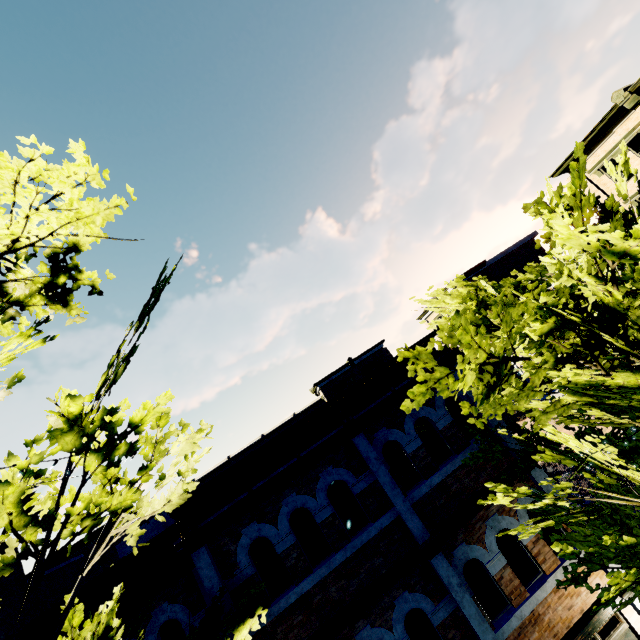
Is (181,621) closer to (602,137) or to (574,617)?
(574,617)

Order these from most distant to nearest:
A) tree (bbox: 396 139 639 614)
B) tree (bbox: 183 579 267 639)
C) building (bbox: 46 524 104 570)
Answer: building (bbox: 46 524 104 570)
tree (bbox: 183 579 267 639)
tree (bbox: 396 139 639 614)

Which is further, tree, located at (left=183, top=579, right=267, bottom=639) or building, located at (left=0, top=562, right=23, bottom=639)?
building, located at (left=0, top=562, right=23, bottom=639)

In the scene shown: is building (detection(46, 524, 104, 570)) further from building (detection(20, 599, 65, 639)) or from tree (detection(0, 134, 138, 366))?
tree (detection(0, 134, 138, 366))

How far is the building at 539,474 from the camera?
7.2 meters

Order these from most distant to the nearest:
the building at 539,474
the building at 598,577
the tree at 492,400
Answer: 1. the building at 539,474
2. the building at 598,577
3. the tree at 492,400

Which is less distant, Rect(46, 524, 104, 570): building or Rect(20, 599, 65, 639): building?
Rect(20, 599, 65, 639): building
